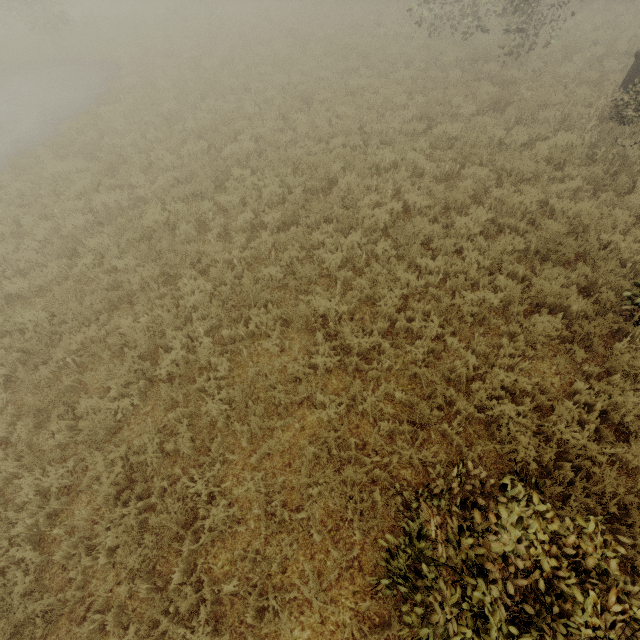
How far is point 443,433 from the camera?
4.9m

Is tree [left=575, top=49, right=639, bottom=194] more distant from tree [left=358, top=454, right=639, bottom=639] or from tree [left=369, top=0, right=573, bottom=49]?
tree [left=358, top=454, right=639, bottom=639]

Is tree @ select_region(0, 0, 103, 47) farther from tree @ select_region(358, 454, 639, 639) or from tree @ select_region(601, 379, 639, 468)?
tree @ select_region(358, 454, 639, 639)

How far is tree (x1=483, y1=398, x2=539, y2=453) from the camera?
4.3 meters

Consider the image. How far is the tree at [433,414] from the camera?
4.61m

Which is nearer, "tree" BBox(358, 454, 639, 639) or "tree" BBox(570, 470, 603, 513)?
"tree" BBox(358, 454, 639, 639)

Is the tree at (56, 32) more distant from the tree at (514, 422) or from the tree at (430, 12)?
the tree at (514, 422)

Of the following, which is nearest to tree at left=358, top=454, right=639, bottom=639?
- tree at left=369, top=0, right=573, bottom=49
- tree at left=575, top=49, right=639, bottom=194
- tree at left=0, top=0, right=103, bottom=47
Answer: tree at left=575, top=49, right=639, bottom=194
